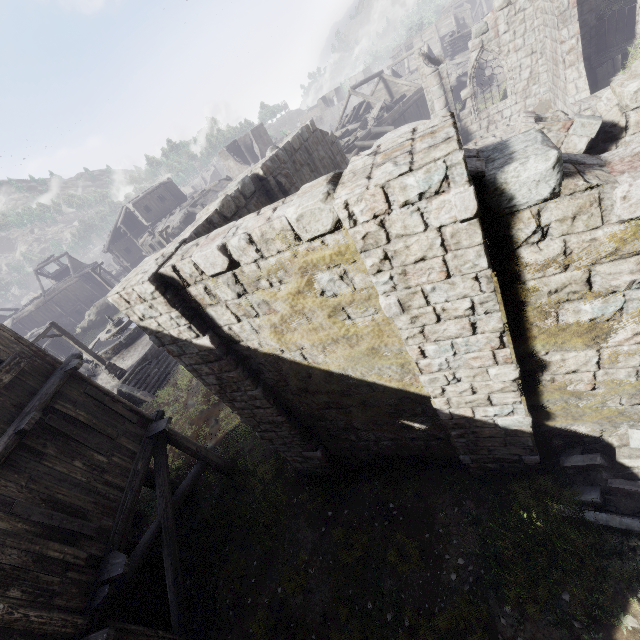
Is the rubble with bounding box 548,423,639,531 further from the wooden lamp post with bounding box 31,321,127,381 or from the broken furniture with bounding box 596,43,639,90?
the wooden lamp post with bounding box 31,321,127,381

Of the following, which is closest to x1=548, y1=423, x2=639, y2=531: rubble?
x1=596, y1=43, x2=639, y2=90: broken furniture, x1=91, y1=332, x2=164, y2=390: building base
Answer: x1=596, y1=43, x2=639, y2=90: broken furniture

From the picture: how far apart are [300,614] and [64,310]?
51.9 meters

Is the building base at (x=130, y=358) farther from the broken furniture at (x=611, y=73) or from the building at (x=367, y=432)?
the broken furniture at (x=611, y=73)

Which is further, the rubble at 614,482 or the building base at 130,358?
the building base at 130,358

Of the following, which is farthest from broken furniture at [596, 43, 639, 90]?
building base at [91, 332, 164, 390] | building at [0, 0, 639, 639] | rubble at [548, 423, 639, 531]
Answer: building base at [91, 332, 164, 390]

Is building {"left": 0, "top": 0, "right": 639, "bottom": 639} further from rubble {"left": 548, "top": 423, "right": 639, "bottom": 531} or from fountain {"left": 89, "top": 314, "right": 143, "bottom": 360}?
fountain {"left": 89, "top": 314, "right": 143, "bottom": 360}

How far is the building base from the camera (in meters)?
19.59
